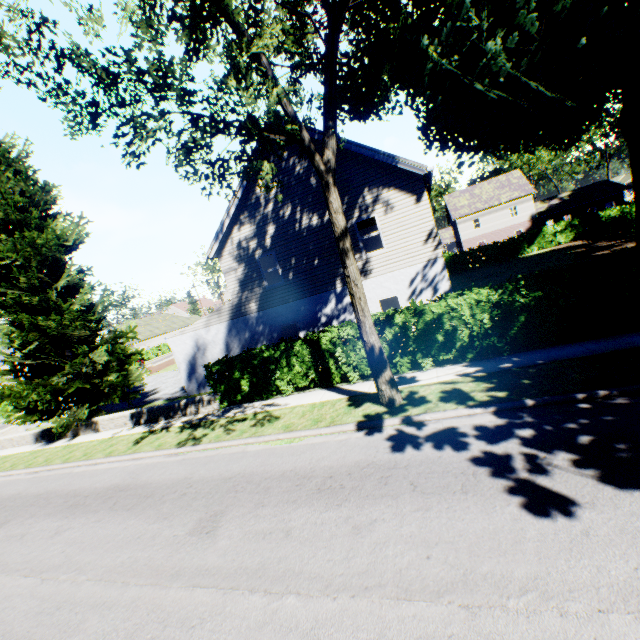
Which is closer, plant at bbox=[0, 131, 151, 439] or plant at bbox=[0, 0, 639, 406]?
plant at bbox=[0, 0, 639, 406]

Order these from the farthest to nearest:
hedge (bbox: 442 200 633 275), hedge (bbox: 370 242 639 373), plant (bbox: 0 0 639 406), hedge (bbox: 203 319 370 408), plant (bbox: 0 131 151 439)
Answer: hedge (bbox: 442 200 633 275) < plant (bbox: 0 131 151 439) < hedge (bbox: 203 319 370 408) < hedge (bbox: 370 242 639 373) < plant (bbox: 0 0 639 406)

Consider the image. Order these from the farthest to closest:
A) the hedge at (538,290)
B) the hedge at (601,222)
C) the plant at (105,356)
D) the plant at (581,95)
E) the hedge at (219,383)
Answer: the hedge at (601,222)
the plant at (105,356)
the hedge at (219,383)
the hedge at (538,290)
the plant at (581,95)

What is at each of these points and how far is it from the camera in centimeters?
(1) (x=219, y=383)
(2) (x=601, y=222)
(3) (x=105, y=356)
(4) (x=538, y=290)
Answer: (1) hedge, 1376cm
(2) hedge, 3269cm
(3) plant, 1638cm
(4) hedge, 952cm

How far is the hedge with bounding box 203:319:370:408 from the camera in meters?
11.8

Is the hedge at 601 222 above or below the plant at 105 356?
below

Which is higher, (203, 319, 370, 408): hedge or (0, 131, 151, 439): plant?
(0, 131, 151, 439): plant
